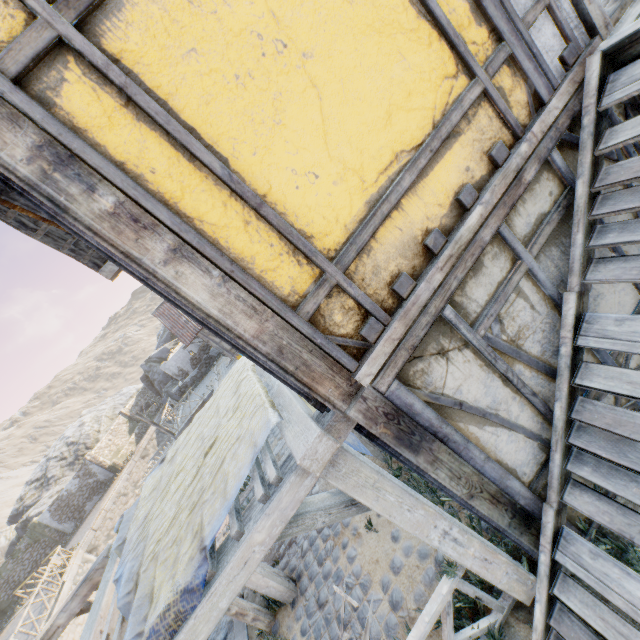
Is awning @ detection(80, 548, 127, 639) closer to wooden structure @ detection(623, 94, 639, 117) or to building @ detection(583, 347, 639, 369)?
building @ detection(583, 347, 639, 369)

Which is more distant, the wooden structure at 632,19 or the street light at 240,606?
the street light at 240,606

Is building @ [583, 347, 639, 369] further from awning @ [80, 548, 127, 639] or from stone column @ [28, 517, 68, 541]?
stone column @ [28, 517, 68, 541]

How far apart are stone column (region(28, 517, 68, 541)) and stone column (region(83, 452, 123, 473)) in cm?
510

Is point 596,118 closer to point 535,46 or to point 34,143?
point 535,46

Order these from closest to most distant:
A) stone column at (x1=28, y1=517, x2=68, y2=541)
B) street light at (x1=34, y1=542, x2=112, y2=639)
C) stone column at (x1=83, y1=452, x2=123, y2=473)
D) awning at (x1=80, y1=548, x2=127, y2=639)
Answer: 1. awning at (x1=80, y1=548, x2=127, y2=639)
2. street light at (x1=34, y1=542, x2=112, y2=639)
3. stone column at (x1=28, y1=517, x2=68, y2=541)
4. stone column at (x1=83, y1=452, x2=123, y2=473)

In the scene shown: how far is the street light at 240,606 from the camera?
5.1m

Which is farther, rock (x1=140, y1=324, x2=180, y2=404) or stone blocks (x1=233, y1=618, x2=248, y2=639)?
rock (x1=140, y1=324, x2=180, y2=404)
